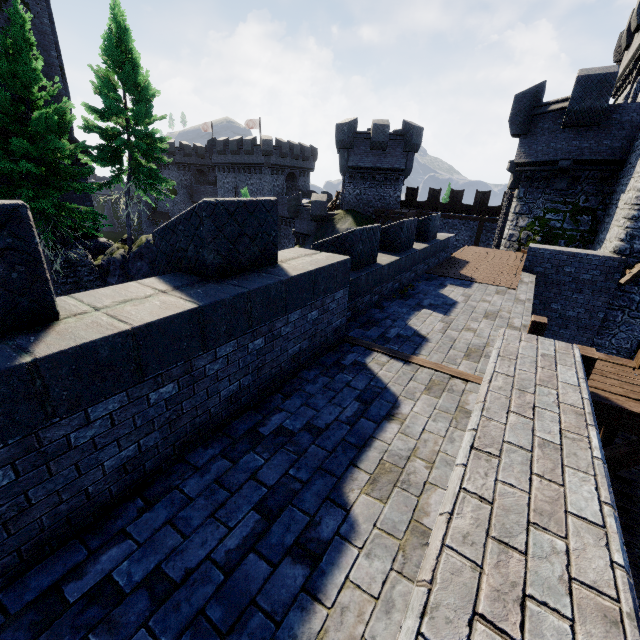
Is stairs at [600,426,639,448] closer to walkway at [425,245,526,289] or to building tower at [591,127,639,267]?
building tower at [591,127,639,267]

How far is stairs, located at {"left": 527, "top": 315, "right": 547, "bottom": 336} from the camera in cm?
625

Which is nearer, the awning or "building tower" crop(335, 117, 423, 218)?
the awning

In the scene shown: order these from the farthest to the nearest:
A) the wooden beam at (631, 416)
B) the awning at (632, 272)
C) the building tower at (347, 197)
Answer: the building tower at (347, 197), the awning at (632, 272), the wooden beam at (631, 416)

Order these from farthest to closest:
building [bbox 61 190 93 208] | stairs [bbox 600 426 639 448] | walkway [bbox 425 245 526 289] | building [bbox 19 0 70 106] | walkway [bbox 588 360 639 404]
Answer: building [bbox 61 190 93 208] → building [bbox 19 0 70 106] → walkway [bbox 425 245 526 289] → stairs [bbox 600 426 639 448] → walkway [bbox 588 360 639 404]

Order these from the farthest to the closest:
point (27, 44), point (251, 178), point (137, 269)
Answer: point (251, 178) → point (137, 269) → point (27, 44)

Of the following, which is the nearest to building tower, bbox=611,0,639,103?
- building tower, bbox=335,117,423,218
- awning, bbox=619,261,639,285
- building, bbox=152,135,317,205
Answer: awning, bbox=619,261,639,285

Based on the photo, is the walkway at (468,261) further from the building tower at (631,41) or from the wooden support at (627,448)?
the wooden support at (627,448)
